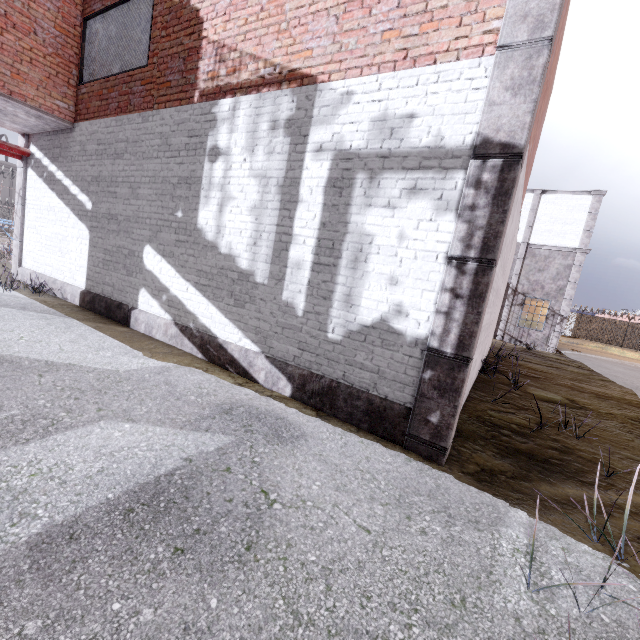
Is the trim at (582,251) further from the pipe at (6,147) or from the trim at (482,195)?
the pipe at (6,147)

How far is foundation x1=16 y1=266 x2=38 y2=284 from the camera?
8.63m

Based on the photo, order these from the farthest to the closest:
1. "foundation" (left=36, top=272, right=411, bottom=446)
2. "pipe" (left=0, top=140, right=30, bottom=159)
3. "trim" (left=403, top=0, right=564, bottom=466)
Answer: "pipe" (left=0, top=140, right=30, bottom=159)
"foundation" (left=36, top=272, right=411, bottom=446)
"trim" (left=403, top=0, right=564, bottom=466)

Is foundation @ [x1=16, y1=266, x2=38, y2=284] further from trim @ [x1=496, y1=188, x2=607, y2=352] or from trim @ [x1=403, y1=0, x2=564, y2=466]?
trim @ [x1=496, y1=188, x2=607, y2=352]

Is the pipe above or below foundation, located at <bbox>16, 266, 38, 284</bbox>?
above

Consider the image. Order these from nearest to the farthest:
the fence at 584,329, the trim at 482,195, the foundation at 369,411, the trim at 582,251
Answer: the trim at 482,195 → the foundation at 369,411 → the trim at 582,251 → the fence at 584,329

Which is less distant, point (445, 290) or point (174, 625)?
point (174, 625)
